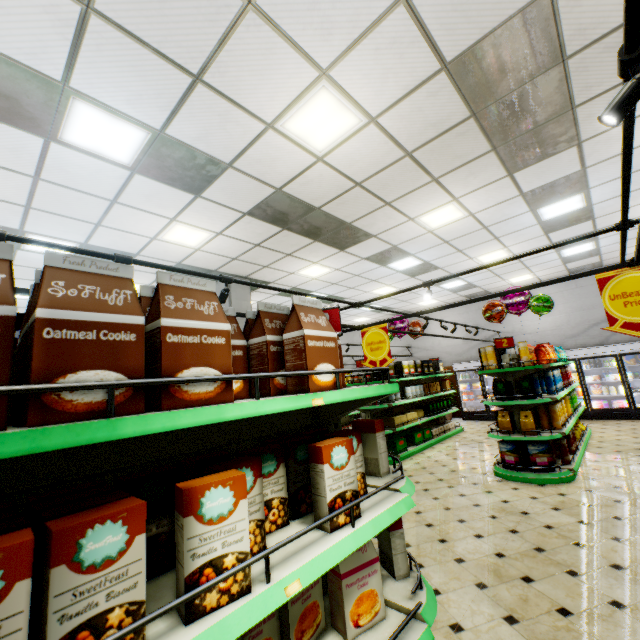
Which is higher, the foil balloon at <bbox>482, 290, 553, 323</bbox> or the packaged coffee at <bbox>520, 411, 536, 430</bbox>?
the foil balloon at <bbox>482, 290, 553, 323</bbox>

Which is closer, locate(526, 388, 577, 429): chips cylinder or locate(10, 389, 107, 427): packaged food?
locate(10, 389, 107, 427): packaged food

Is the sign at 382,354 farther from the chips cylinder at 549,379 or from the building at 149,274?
the chips cylinder at 549,379

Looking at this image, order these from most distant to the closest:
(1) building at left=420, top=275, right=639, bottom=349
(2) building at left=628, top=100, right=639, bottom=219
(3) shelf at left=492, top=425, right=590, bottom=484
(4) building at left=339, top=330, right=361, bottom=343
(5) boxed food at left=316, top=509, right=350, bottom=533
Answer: (4) building at left=339, top=330, right=361, bottom=343 → (1) building at left=420, top=275, right=639, bottom=349 → (3) shelf at left=492, top=425, right=590, bottom=484 → (2) building at left=628, top=100, right=639, bottom=219 → (5) boxed food at left=316, top=509, right=350, bottom=533

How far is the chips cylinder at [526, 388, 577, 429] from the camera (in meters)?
5.83

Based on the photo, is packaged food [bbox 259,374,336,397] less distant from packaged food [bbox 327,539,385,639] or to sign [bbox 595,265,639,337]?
packaged food [bbox 327,539,385,639]

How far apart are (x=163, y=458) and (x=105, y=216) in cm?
529

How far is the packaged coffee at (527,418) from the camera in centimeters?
558cm
